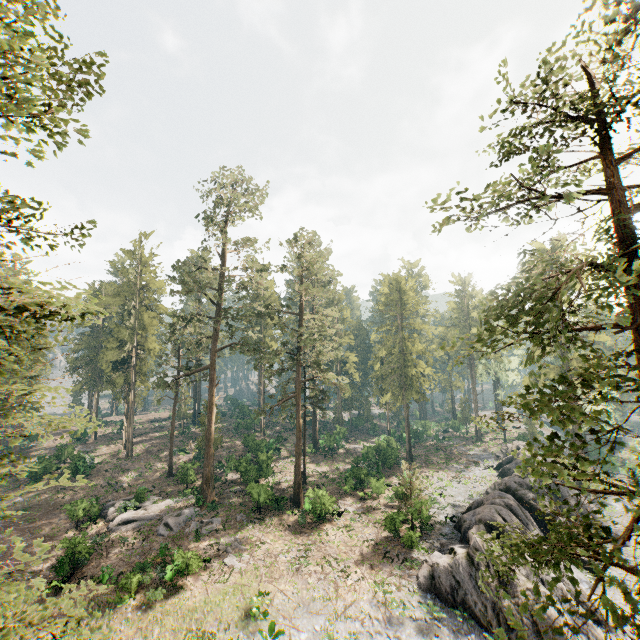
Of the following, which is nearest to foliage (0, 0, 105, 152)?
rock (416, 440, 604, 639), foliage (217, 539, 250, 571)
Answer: rock (416, 440, 604, 639)

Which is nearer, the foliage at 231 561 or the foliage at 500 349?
the foliage at 500 349

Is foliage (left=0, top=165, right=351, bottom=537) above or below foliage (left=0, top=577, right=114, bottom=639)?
below

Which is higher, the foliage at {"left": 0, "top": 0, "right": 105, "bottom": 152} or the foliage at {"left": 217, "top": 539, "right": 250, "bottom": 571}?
the foliage at {"left": 0, "top": 0, "right": 105, "bottom": 152}

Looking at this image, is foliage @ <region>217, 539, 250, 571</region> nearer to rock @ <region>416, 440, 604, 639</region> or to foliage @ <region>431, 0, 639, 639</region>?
foliage @ <region>431, 0, 639, 639</region>

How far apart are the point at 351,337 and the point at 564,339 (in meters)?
32.06

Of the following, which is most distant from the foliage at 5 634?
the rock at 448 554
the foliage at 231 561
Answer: the foliage at 231 561
